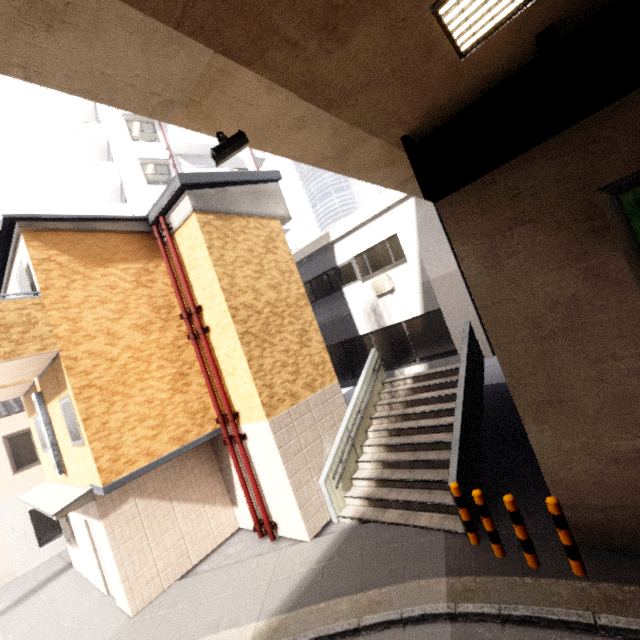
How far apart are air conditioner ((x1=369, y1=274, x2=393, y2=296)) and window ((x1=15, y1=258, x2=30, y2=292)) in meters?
9.7 m

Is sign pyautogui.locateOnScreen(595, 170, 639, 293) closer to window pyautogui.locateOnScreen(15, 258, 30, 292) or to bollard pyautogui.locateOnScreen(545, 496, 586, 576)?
bollard pyautogui.locateOnScreen(545, 496, 586, 576)

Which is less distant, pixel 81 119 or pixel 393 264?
pixel 393 264

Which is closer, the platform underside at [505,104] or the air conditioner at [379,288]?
the platform underside at [505,104]

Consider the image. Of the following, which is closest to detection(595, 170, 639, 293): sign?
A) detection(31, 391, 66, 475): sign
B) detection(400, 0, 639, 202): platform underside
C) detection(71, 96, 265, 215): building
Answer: detection(400, 0, 639, 202): platform underside

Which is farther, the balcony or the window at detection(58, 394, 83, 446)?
the window at detection(58, 394, 83, 446)

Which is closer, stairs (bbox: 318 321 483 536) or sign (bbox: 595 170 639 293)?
sign (bbox: 595 170 639 293)

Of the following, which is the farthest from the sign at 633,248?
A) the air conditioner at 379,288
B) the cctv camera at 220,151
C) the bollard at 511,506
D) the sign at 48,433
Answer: the sign at 48,433
